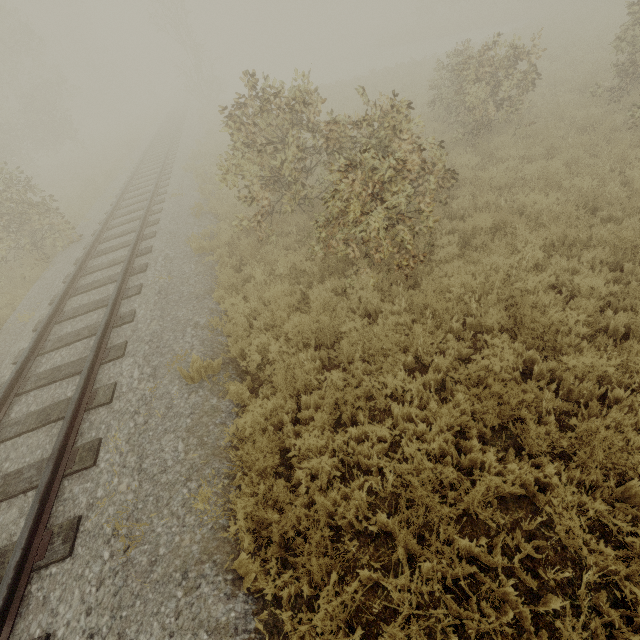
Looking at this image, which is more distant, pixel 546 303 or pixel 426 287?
pixel 426 287
